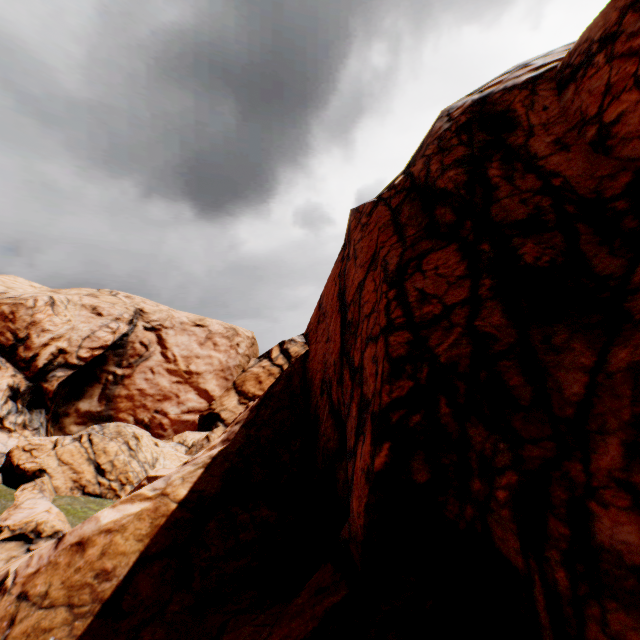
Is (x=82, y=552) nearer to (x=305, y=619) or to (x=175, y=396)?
(x=305, y=619)
